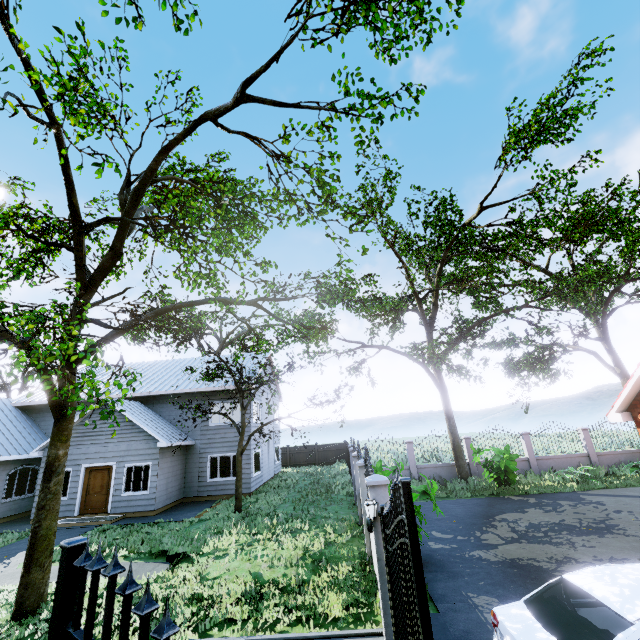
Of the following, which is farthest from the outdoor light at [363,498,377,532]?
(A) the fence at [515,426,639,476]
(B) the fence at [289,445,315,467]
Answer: (B) the fence at [289,445,315,467]

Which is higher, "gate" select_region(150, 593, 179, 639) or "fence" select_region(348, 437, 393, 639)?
"gate" select_region(150, 593, 179, 639)

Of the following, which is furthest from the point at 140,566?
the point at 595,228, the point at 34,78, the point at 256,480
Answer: the point at 595,228

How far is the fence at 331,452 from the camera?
30.00m

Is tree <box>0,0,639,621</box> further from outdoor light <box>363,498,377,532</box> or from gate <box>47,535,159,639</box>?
outdoor light <box>363,498,377,532</box>

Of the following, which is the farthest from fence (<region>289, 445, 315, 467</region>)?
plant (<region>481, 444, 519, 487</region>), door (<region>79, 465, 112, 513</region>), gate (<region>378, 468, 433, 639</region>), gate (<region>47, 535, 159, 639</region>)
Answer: plant (<region>481, 444, 519, 487</region>)

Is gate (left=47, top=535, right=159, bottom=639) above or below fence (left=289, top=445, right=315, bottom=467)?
above
